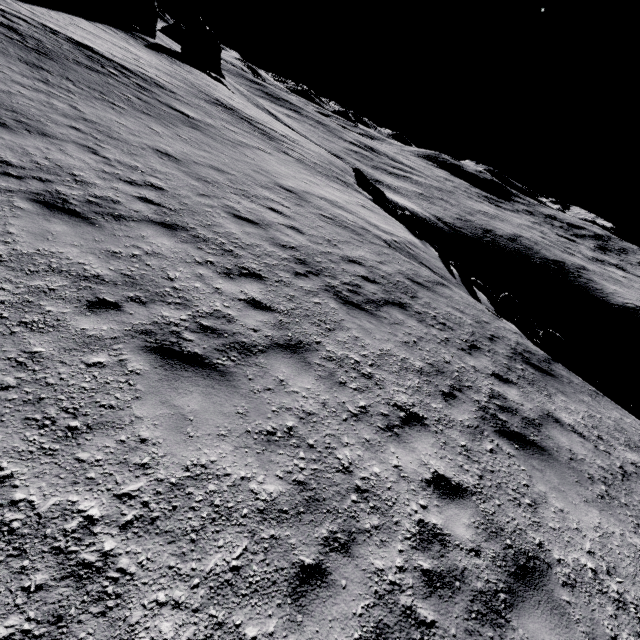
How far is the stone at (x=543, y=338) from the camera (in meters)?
12.49

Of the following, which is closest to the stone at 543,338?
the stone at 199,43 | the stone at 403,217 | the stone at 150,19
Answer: the stone at 403,217

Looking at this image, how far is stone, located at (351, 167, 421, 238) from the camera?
19.34m

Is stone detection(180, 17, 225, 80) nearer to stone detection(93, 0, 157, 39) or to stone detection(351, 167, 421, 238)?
stone detection(93, 0, 157, 39)

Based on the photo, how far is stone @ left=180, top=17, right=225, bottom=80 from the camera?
47.66m

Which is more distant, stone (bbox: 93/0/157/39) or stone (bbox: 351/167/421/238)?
stone (bbox: 93/0/157/39)

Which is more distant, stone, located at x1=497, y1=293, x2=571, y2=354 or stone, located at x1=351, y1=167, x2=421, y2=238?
stone, located at x1=351, y1=167, x2=421, y2=238

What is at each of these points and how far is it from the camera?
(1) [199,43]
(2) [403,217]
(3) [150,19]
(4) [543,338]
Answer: (1) stone, 48.7 meters
(2) stone, 19.3 meters
(3) stone, 39.1 meters
(4) stone, 13.0 meters
